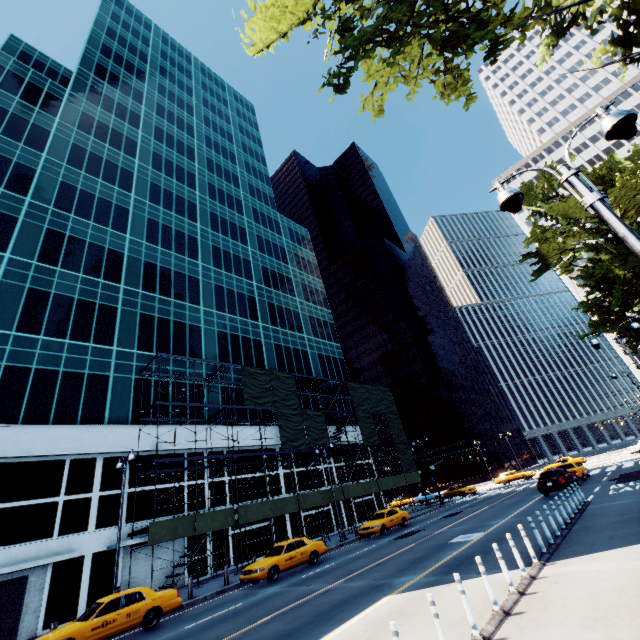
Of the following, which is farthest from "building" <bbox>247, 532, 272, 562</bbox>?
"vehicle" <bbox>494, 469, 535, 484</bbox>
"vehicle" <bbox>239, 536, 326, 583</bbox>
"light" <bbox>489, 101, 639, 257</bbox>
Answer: "light" <bbox>489, 101, 639, 257</bbox>

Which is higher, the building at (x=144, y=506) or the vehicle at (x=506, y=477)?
the building at (x=144, y=506)

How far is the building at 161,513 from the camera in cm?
2350

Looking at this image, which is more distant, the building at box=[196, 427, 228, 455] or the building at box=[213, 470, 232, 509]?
the building at box=[196, 427, 228, 455]

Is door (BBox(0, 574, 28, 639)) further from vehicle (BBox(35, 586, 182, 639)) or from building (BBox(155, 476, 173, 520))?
vehicle (BBox(35, 586, 182, 639))

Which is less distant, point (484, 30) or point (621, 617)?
point (621, 617)

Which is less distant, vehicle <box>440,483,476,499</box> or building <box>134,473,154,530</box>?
building <box>134,473,154,530</box>
